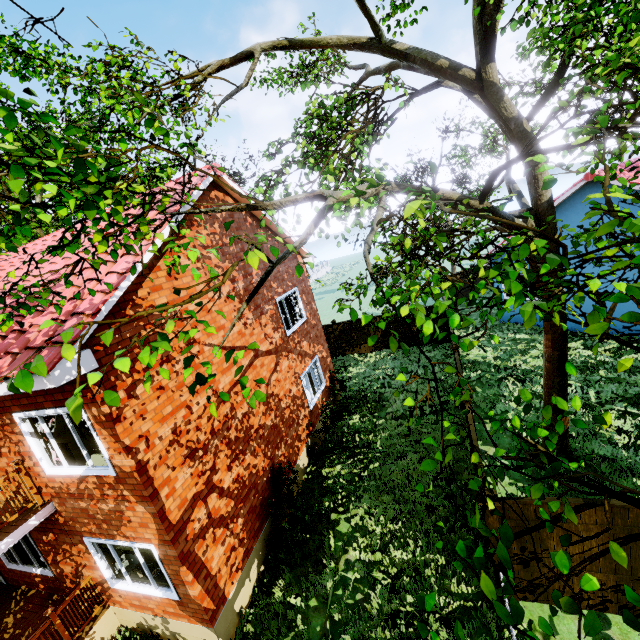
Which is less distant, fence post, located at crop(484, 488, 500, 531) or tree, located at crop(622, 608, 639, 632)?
tree, located at crop(622, 608, 639, 632)

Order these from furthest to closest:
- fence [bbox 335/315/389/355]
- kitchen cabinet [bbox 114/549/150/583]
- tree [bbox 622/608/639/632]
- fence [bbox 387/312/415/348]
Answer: fence [bbox 335/315/389/355] → fence [bbox 387/312/415/348] → kitchen cabinet [bbox 114/549/150/583] → tree [bbox 622/608/639/632]

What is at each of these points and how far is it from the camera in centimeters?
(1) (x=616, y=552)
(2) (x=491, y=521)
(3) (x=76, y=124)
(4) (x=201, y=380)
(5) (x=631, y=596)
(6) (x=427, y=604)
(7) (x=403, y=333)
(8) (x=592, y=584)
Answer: (1) tree, 212cm
(2) fence post, 554cm
(3) tree, 734cm
(4) tree, 247cm
(5) tree, 172cm
(6) tree, 222cm
(7) fence, 1852cm
(8) tree, 181cm

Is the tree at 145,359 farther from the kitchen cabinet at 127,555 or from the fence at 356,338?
the kitchen cabinet at 127,555

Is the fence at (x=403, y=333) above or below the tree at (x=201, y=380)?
below

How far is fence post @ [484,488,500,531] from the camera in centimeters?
538cm

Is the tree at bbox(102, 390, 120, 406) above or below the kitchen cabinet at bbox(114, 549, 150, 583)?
above

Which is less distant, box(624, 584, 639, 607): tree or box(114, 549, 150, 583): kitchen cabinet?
box(624, 584, 639, 607): tree
